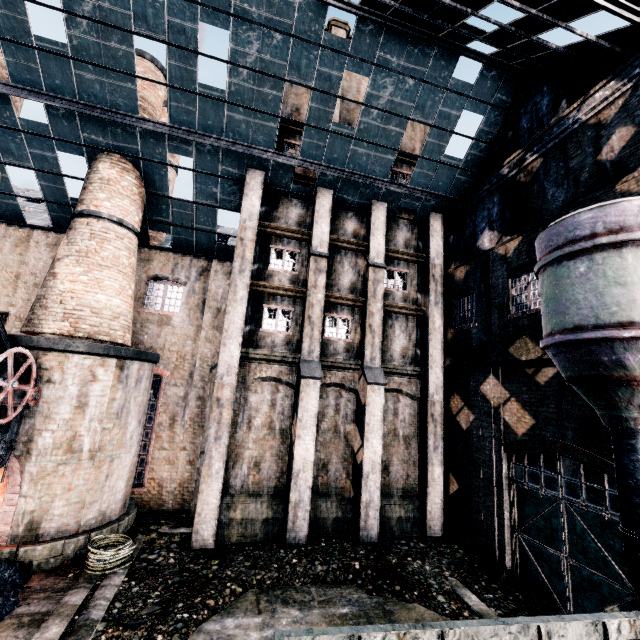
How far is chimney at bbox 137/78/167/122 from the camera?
16.1m

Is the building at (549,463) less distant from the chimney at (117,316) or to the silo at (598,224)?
the chimney at (117,316)

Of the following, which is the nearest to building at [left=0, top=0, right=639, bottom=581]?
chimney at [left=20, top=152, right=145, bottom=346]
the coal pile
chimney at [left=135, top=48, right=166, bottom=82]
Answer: chimney at [left=20, top=152, right=145, bottom=346]

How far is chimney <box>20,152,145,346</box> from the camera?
12.80m

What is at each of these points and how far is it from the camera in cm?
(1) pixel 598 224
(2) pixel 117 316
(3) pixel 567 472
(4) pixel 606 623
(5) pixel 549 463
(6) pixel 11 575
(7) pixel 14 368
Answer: (1) silo, 522
(2) chimney, 1401
(3) door, 1084
(4) rail car container, 696
(5) building, 1556
(6) coal pile, 962
(7) crane, 1053

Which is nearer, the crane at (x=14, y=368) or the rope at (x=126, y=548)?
the crane at (x=14, y=368)

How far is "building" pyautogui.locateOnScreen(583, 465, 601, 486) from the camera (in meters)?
13.42

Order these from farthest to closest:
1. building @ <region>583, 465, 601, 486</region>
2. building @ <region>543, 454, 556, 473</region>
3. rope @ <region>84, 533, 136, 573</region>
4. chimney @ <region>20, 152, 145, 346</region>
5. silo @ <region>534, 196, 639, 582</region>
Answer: building @ <region>543, 454, 556, 473</region> < building @ <region>583, 465, 601, 486</region> < chimney @ <region>20, 152, 145, 346</region> < rope @ <region>84, 533, 136, 573</region> < silo @ <region>534, 196, 639, 582</region>
